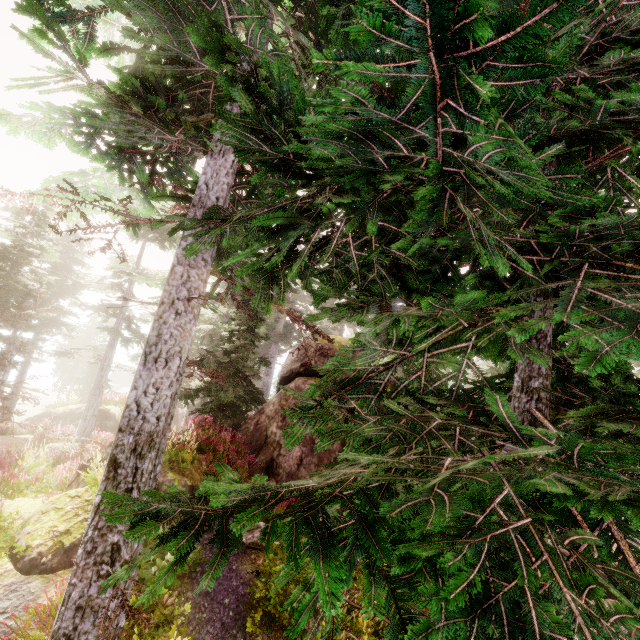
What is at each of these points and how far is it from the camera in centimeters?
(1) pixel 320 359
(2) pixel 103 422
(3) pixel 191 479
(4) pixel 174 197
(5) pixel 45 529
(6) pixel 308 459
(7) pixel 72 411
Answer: (1) rock, 1255cm
(2) rock, 2331cm
(3) rock, 811cm
(4) instancedfoliageactor, 621cm
(5) rock, 670cm
(6) rock, 995cm
(7) rock, 2569cm

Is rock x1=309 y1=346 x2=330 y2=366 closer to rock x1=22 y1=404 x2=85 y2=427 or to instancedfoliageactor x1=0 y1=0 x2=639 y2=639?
instancedfoliageactor x1=0 y1=0 x2=639 y2=639

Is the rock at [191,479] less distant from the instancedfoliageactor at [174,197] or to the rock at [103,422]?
the instancedfoliageactor at [174,197]

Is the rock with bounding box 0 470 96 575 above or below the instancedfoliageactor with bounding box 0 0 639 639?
below

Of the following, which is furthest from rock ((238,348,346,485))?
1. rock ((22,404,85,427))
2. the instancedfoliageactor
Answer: rock ((22,404,85,427))

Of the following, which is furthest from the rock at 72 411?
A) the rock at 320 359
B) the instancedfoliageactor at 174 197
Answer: the rock at 320 359
